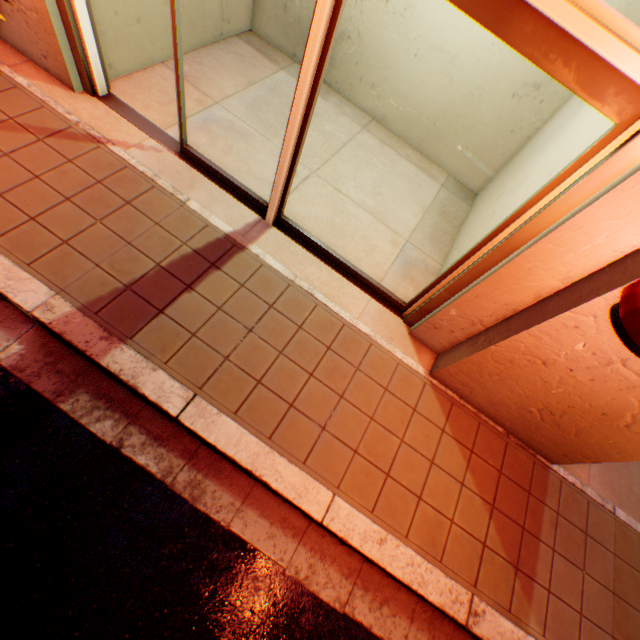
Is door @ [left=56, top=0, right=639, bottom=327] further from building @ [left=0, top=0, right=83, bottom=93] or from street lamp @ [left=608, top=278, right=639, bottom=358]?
street lamp @ [left=608, top=278, right=639, bottom=358]

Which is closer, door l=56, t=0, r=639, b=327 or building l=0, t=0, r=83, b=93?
door l=56, t=0, r=639, b=327

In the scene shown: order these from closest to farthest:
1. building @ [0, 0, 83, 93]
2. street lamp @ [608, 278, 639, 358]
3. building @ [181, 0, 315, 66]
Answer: street lamp @ [608, 278, 639, 358], building @ [0, 0, 83, 93], building @ [181, 0, 315, 66]

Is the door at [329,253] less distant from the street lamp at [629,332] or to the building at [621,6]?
the building at [621,6]

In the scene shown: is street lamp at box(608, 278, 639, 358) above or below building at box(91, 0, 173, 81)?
above

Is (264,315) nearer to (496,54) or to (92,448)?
(92,448)

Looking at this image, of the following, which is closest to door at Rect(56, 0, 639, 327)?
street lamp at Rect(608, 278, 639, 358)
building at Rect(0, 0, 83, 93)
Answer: building at Rect(0, 0, 83, 93)
